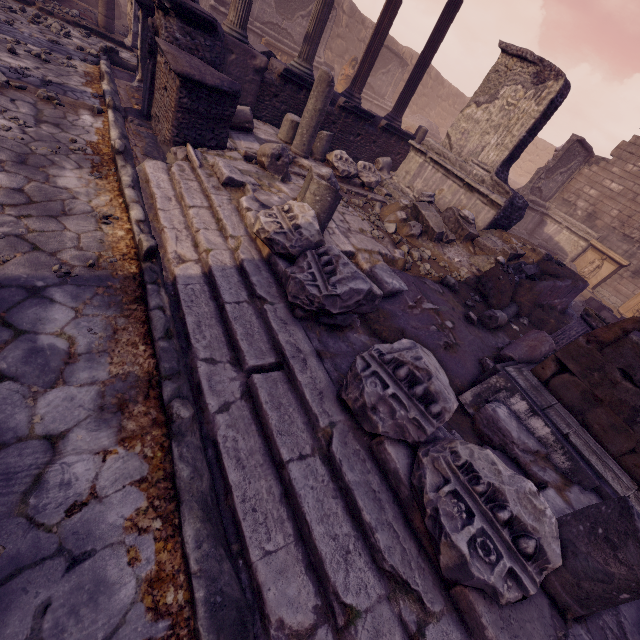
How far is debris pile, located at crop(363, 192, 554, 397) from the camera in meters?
3.9

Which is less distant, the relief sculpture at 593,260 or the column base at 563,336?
the column base at 563,336

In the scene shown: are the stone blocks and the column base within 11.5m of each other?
yes

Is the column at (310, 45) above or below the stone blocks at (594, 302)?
above

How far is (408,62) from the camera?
21.5 meters

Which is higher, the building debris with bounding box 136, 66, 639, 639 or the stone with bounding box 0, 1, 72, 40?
the building debris with bounding box 136, 66, 639, 639

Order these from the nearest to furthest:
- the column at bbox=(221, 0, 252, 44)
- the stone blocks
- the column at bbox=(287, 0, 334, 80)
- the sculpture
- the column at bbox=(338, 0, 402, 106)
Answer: the column at bbox=(221, 0, 252, 44)
the column at bbox=(287, 0, 334, 80)
the column at bbox=(338, 0, 402, 106)
the stone blocks
the sculpture

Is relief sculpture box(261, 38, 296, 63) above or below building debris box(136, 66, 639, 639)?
above
